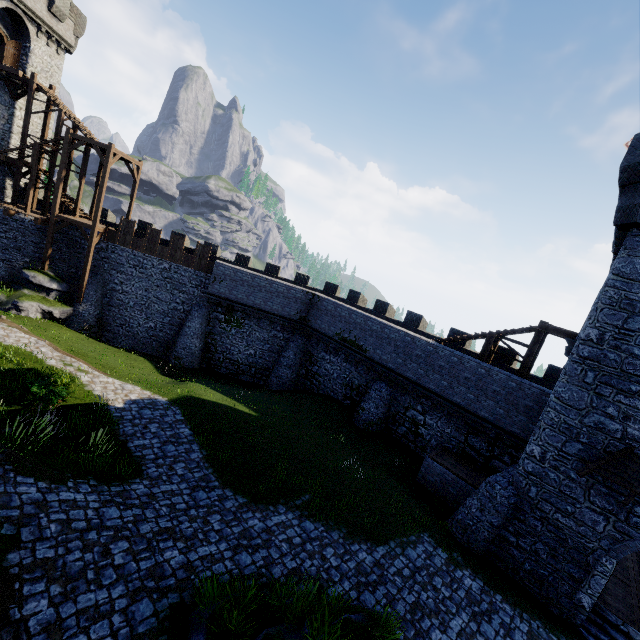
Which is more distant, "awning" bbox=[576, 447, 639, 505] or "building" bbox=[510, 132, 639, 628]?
"building" bbox=[510, 132, 639, 628]

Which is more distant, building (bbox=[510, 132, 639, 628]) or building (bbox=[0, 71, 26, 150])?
building (bbox=[0, 71, 26, 150])

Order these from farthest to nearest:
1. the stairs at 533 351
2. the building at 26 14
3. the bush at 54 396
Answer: the building at 26 14
the stairs at 533 351
the bush at 54 396

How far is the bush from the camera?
12.35m

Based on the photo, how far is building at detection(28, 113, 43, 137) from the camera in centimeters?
2705cm

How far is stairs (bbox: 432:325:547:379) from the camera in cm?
1641

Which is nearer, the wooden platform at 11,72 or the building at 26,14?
the wooden platform at 11,72

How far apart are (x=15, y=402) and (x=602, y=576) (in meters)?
22.29
